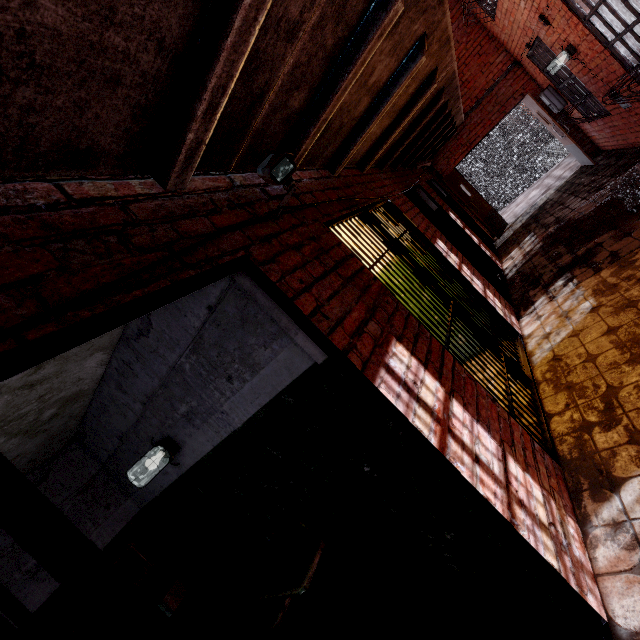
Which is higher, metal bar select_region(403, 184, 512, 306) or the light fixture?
the light fixture

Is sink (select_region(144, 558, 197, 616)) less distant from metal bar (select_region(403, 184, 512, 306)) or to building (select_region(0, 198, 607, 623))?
building (select_region(0, 198, 607, 623))

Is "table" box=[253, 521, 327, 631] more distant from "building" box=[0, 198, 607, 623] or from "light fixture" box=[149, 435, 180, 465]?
"light fixture" box=[149, 435, 180, 465]

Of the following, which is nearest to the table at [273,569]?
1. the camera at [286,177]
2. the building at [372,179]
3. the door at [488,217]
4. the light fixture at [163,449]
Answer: the building at [372,179]

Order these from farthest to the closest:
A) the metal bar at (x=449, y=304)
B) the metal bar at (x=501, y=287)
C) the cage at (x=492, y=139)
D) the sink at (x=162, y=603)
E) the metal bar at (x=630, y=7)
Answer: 1. the cage at (x=492, y=139)
2. the metal bar at (x=501, y=287)
3. the metal bar at (x=630, y=7)
4. the sink at (x=162, y=603)
5. the metal bar at (x=449, y=304)

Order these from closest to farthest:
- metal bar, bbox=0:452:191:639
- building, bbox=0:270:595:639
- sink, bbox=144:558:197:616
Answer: metal bar, bbox=0:452:191:639, building, bbox=0:270:595:639, sink, bbox=144:558:197:616

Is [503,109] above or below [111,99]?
below

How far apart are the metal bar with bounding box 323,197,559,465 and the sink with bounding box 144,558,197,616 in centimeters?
331cm
